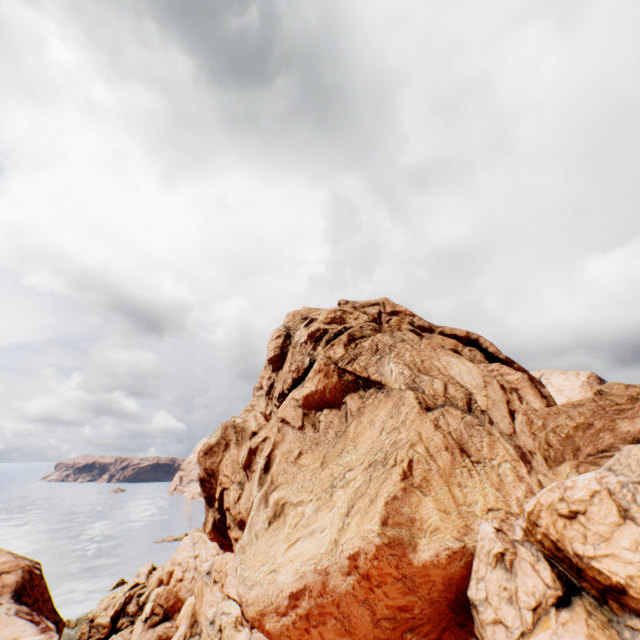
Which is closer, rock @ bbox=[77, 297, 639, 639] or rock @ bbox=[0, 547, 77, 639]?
rock @ bbox=[77, 297, 639, 639]

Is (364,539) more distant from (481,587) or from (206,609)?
(206,609)

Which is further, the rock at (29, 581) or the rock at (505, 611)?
the rock at (29, 581)
